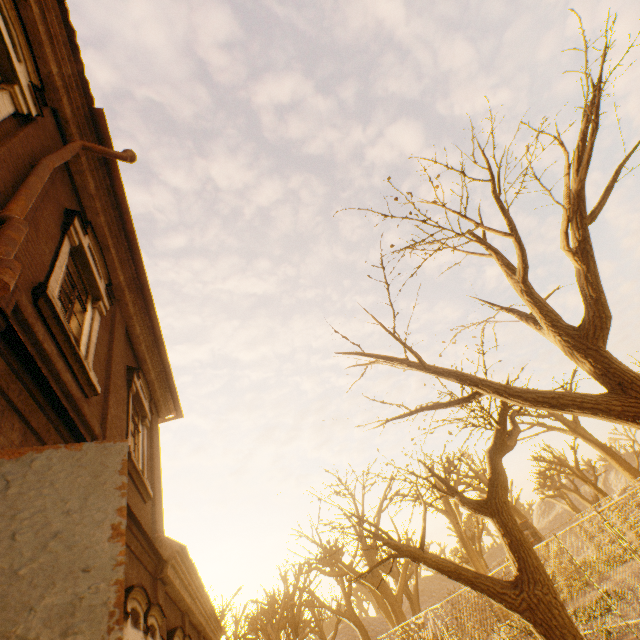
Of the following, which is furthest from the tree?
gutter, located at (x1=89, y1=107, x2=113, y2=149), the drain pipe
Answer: gutter, located at (x1=89, y1=107, x2=113, y2=149)

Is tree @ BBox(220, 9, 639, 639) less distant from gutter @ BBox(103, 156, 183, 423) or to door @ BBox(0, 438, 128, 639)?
door @ BBox(0, 438, 128, 639)

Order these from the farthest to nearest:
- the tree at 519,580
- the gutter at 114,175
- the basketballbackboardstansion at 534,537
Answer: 1. the basketballbackboardstansion at 534,537
2. the gutter at 114,175
3. the tree at 519,580

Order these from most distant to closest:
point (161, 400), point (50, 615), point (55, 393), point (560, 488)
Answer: point (560, 488), point (161, 400), point (55, 393), point (50, 615)

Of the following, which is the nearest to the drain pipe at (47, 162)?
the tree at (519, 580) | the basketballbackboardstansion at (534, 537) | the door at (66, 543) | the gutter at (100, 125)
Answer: the gutter at (100, 125)

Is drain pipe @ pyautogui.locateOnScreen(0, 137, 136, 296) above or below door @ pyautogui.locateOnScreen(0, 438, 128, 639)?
above

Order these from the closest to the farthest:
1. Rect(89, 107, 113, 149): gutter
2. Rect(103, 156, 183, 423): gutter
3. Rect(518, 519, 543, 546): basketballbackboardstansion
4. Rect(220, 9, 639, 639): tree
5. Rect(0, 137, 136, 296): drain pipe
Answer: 1. Rect(0, 137, 136, 296): drain pipe
2. Rect(220, 9, 639, 639): tree
3. Rect(89, 107, 113, 149): gutter
4. Rect(103, 156, 183, 423): gutter
5. Rect(518, 519, 543, 546): basketballbackboardstansion

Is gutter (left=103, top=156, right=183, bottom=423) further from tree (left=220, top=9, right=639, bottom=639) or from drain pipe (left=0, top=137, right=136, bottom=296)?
tree (left=220, top=9, right=639, bottom=639)
